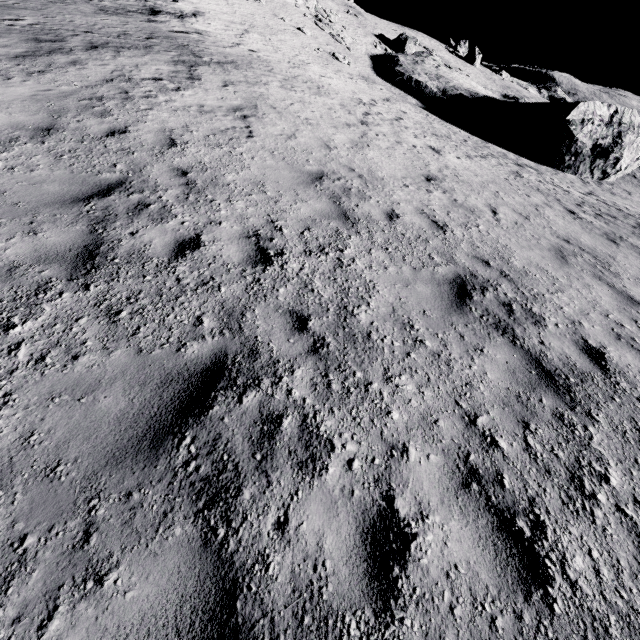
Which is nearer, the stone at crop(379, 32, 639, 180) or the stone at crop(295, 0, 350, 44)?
the stone at crop(379, 32, 639, 180)

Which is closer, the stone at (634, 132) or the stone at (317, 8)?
the stone at (634, 132)

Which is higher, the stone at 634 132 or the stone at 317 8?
the stone at 317 8

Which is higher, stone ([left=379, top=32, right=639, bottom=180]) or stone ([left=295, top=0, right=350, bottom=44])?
stone ([left=295, top=0, right=350, bottom=44])

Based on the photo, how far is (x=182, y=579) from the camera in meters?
1.9
